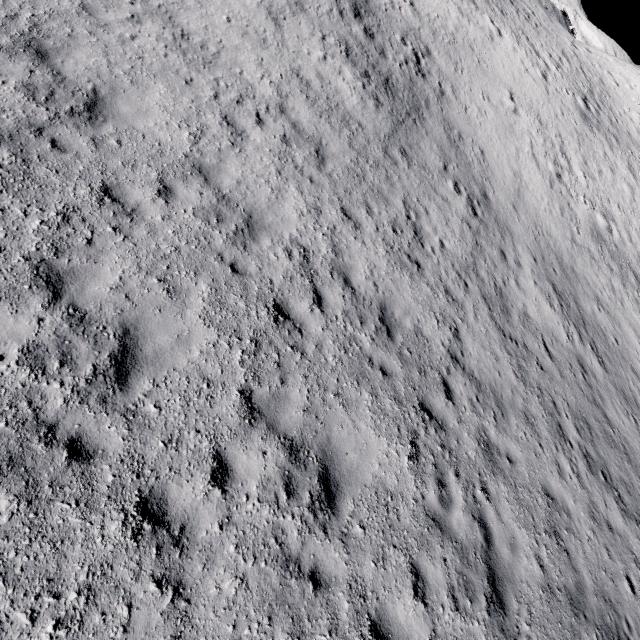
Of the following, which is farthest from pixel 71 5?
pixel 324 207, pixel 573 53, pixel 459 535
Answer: pixel 573 53
